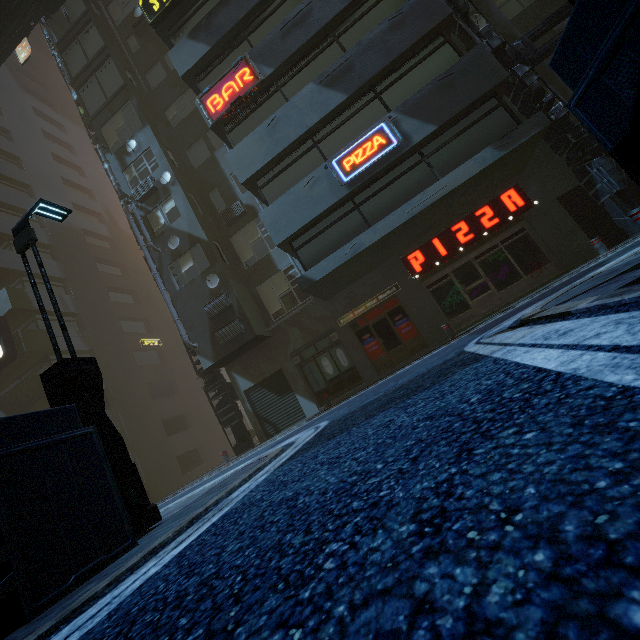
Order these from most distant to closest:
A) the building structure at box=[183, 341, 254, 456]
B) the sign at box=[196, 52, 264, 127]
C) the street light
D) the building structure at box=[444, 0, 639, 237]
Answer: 1. the building structure at box=[183, 341, 254, 456]
2. the sign at box=[196, 52, 264, 127]
3. the building structure at box=[444, 0, 639, 237]
4. the street light

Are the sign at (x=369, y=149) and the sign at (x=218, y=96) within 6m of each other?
yes

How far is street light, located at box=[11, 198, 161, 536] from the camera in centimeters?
490cm

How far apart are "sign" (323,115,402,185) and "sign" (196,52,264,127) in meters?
4.4

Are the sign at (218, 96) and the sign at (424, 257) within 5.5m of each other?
no

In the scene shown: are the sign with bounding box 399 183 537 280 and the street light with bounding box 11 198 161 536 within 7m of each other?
no

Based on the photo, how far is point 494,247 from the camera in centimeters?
1263cm

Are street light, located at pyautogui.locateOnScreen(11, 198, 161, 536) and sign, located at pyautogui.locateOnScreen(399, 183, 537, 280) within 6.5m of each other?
no
